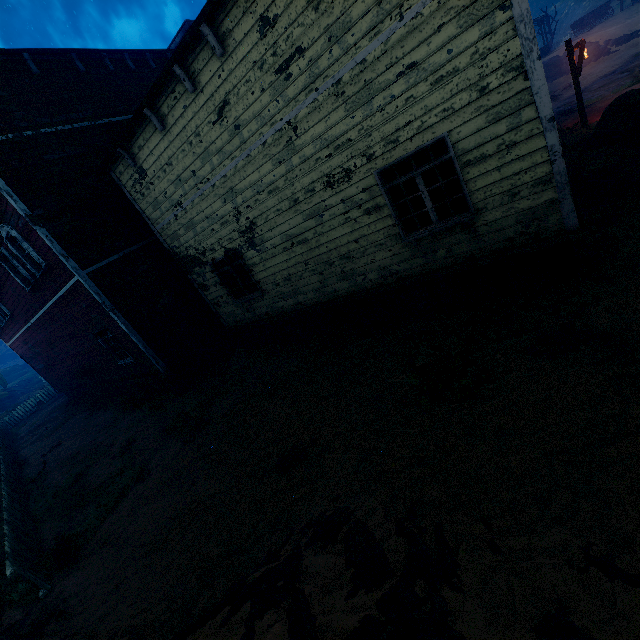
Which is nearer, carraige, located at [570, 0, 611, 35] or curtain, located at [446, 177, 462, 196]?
curtain, located at [446, 177, 462, 196]

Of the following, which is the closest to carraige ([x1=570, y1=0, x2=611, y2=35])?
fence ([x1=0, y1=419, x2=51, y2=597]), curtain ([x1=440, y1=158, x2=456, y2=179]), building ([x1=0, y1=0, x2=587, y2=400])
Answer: building ([x1=0, y1=0, x2=587, y2=400])

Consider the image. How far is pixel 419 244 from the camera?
6.6 meters

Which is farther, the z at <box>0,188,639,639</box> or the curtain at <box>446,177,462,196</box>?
the curtain at <box>446,177,462,196</box>

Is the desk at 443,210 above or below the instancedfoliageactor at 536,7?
below

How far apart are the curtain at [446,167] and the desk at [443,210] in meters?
1.6

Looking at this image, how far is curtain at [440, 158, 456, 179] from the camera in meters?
5.7 m

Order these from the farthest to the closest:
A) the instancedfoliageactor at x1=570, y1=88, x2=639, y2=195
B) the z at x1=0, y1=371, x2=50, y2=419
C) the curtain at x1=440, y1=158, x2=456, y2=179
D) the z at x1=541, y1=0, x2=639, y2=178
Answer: the z at x1=0, y1=371, x2=50, y2=419
the z at x1=541, y1=0, x2=639, y2=178
the instancedfoliageactor at x1=570, y1=88, x2=639, y2=195
the curtain at x1=440, y1=158, x2=456, y2=179
